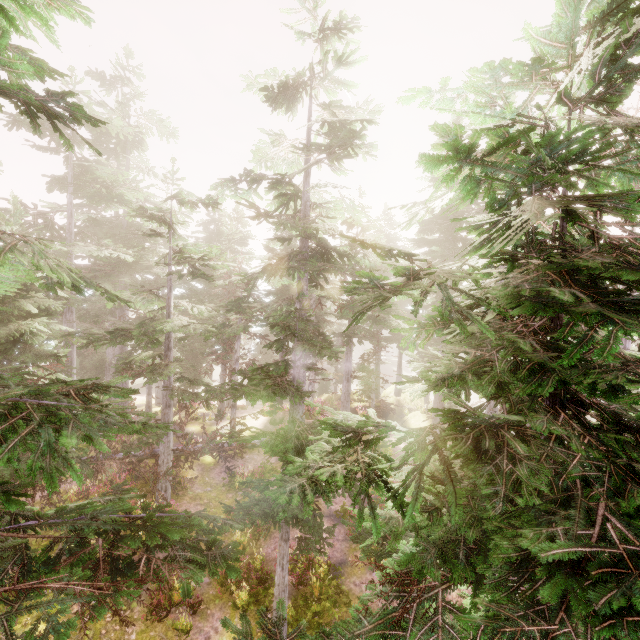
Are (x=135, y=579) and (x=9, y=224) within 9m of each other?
no

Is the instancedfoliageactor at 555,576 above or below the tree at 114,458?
above

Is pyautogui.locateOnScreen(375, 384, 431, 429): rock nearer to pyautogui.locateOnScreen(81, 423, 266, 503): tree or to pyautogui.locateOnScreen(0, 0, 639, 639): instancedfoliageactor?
pyautogui.locateOnScreen(0, 0, 639, 639): instancedfoliageactor

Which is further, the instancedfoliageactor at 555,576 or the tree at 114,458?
the tree at 114,458

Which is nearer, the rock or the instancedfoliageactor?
the instancedfoliageactor

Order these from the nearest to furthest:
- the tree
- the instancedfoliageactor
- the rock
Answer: the instancedfoliageactor
the tree
the rock

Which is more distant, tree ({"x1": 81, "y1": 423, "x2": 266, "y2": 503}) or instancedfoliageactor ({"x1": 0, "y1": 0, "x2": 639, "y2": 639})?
tree ({"x1": 81, "y1": 423, "x2": 266, "y2": 503})

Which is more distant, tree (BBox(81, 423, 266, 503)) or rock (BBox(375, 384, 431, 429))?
rock (BBox(375, 384, 431, 429))
